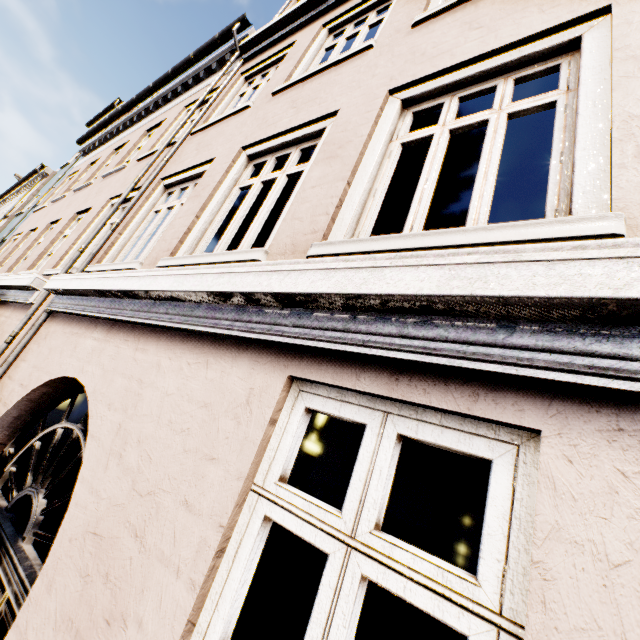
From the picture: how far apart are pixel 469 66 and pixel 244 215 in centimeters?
234cm
